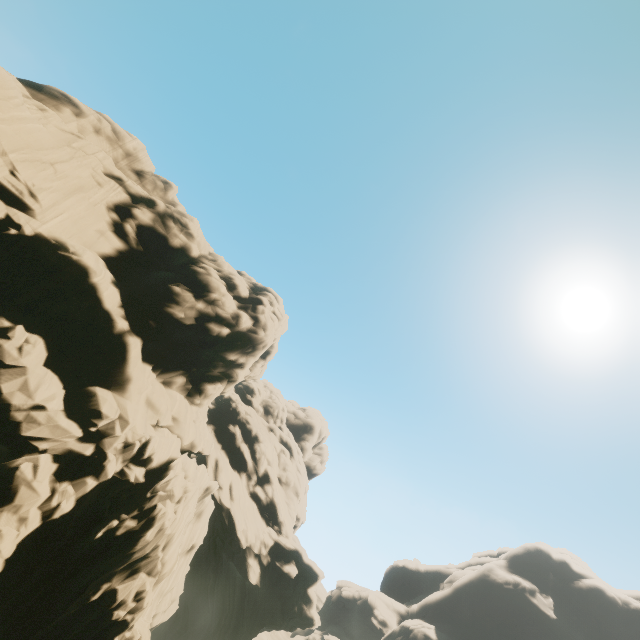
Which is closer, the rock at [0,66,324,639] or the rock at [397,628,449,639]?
the rock at [0,66,324,639]

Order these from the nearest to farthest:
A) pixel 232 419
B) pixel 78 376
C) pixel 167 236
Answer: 1. pixel 78 376
2. pixel 167 236
3. pixel 232 419

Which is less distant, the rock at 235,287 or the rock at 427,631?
the rock at 235,287
